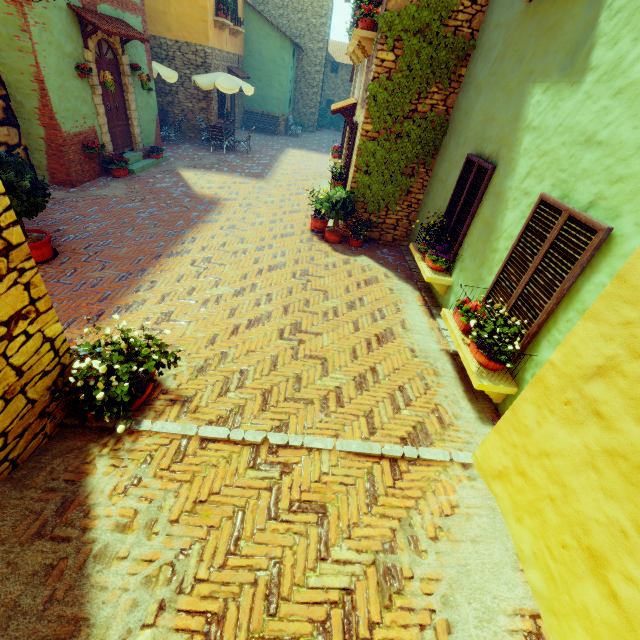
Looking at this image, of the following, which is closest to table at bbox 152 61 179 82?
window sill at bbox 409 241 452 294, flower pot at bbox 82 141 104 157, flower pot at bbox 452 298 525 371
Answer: flower pot at bbox 82 141 104 157

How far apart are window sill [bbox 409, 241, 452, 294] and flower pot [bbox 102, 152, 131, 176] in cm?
856

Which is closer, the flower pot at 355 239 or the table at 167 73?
the flower pot at 355 239

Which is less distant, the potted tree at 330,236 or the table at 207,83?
the potted tree at 330,236

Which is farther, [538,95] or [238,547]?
[538,95]

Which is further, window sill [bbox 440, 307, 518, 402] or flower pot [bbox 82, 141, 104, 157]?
flower pot [bbox 82, 141, 104, 157]

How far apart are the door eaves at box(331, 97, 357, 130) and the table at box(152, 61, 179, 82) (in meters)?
6.63

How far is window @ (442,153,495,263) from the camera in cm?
506
